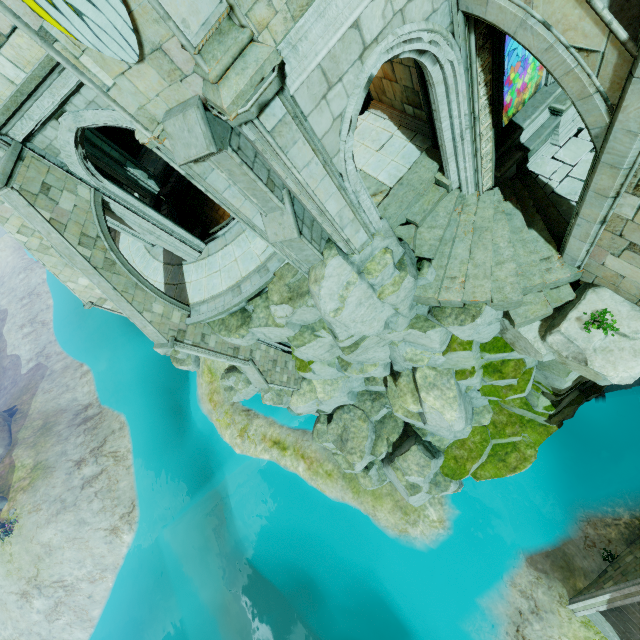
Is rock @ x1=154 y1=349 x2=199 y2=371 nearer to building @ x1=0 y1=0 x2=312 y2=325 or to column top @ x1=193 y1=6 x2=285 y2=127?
building @ x1=0 y1=0 x2=312 y2=325

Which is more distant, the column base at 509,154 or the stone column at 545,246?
the column base at 509,154

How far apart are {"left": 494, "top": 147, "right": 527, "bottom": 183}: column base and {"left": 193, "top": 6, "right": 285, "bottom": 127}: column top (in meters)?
7.96

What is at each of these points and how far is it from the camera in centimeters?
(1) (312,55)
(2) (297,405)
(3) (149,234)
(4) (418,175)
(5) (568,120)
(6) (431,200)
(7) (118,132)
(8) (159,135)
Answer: (1) wall trim, 494cm
(2) rock, 2064cm
(3) building, 1228cm
(4) stone column, 998cm
(5) column base, 1020cm
(6) brick, 984cm
(7) rock, 1883cm
(8) column top, 539cm

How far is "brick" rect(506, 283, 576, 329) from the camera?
9.3 meters

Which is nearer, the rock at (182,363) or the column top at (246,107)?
the column top at (246,107)

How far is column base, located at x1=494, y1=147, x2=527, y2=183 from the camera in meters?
9.7 m

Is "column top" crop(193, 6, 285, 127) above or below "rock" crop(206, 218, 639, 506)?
above
